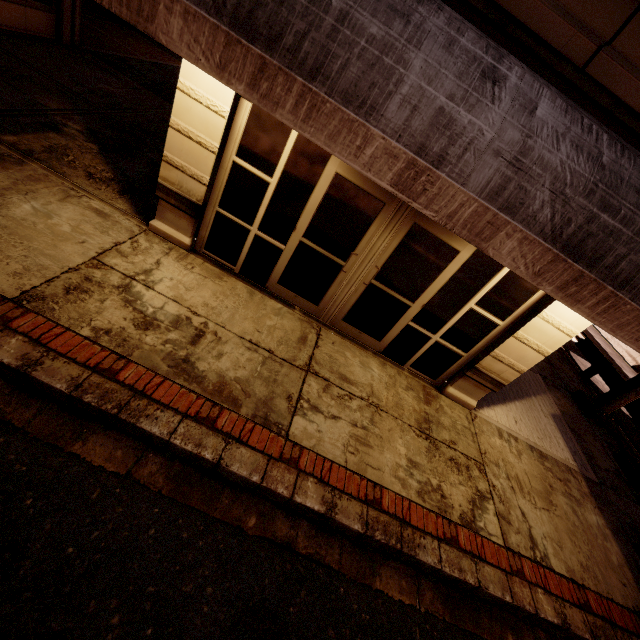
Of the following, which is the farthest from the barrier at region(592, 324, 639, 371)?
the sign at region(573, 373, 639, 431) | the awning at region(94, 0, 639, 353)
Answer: the awning at region(94, 0, 639, 353)

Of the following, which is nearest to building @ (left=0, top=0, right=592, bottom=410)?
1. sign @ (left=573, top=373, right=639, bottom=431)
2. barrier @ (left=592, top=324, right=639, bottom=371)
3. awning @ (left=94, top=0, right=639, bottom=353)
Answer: awning @ (left=94, top=0, right=639, bottom=353)

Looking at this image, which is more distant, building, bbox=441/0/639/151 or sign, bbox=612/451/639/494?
sign, bbox=612/451/639/494

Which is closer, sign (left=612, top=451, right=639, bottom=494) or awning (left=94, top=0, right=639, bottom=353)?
awning (left=94, top=0, right=639, bottom=353)

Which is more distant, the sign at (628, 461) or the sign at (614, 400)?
the sign at (614, 400)

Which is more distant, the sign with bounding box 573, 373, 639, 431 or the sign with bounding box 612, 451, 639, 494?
the sign with bounding box 573, 373, 639, 431

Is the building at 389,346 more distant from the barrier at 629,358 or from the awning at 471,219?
the barrier at 629,358

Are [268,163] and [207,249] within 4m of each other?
yes
